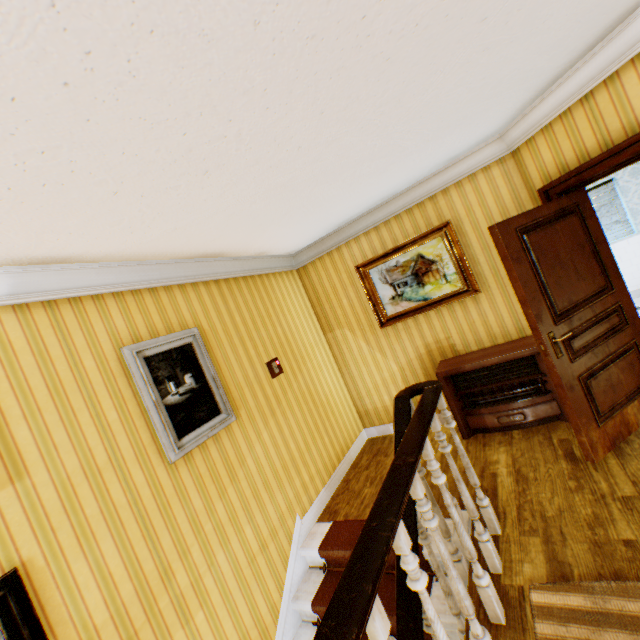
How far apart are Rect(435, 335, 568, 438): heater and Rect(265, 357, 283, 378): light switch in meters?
1.9

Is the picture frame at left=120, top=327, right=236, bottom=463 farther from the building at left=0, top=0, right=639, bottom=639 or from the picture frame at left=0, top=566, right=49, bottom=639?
the picture frame at left=0, top=566, right=49, bottom=639

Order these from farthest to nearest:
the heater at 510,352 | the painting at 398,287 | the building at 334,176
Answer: the painting at 398,287 < the heater at 510,352 < the building at 334,176

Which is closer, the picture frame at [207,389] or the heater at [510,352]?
the picture frame at [207,389]

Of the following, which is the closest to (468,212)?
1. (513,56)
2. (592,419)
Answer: (513,56)

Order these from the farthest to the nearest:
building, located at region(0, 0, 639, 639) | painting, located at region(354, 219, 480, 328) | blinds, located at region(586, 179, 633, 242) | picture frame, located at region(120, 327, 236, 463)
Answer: blinds, located at region(586, 179, 633, 242) < painting, located at region(354, 219, 480, 328) < picture frame, located at region(120, 327, 236, 463) < building, located at region(0, 0, 639, 639)

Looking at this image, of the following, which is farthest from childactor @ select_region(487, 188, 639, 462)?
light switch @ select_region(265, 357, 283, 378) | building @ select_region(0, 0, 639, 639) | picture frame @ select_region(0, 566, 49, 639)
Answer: picture frame @ select_region(0, 566, 49, 639)

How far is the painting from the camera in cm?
405
